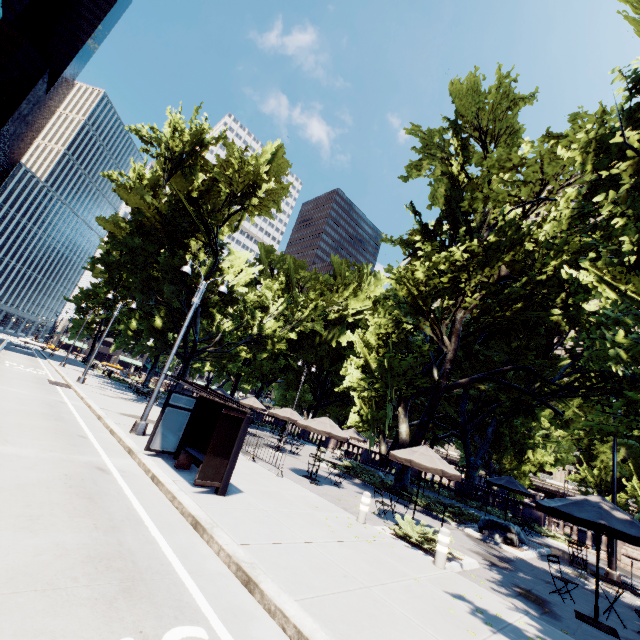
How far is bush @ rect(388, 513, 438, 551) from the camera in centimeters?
952cm

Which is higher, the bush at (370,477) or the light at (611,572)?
the light at (611,572)

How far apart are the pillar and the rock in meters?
8.2

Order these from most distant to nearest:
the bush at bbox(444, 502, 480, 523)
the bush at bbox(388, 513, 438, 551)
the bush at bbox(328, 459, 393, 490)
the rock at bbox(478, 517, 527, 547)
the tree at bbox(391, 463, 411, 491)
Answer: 1. the bush at bbox(328, 459, 393, 490)
2. the tree at bbox(391, 463, 411, 491)
3. the bush at bbox(444, 502, 480, 523)
4. the rock at bbox(478, 517, 527, 547)
5. the bush at bbox(388, 513, 438, 551)

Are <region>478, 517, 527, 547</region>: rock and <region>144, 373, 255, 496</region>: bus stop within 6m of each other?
no

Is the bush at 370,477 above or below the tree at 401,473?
below

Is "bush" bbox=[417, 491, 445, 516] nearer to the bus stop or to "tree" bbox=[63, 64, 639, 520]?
"tree" bbox=[63, 64, 639, 520]

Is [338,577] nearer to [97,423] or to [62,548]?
[62,548]
